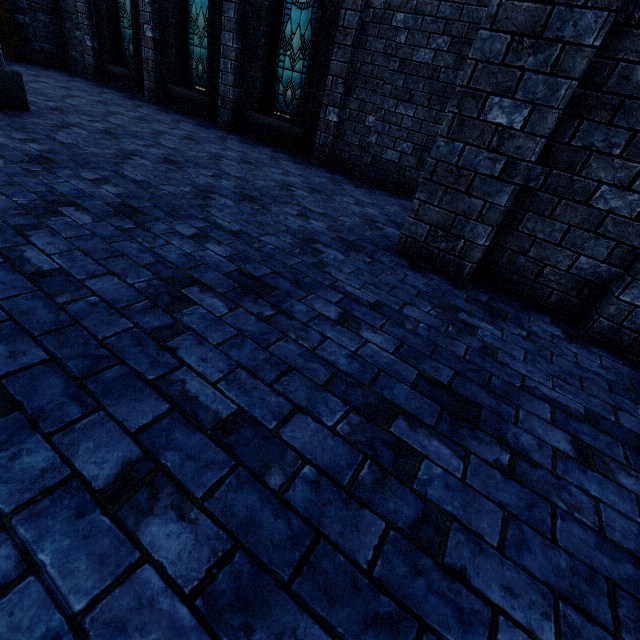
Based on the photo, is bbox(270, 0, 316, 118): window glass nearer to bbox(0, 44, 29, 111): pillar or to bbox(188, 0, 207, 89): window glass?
bbox(188, 0, 207, 89): window glass

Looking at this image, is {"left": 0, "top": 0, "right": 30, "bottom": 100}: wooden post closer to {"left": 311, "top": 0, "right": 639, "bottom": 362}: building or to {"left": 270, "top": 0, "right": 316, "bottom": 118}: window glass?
{"left": 311, "top": 0, "right": 639, "bottom": 362}: building

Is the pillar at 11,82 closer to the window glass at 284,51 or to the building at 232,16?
the building at 232,16

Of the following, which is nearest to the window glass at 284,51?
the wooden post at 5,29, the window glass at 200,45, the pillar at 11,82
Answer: the window glass at 200,45

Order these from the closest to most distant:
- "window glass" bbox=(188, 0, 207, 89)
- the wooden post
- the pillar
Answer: the pillar → "window glass" bbox=(188, 0, 207, 89) → the wooden post

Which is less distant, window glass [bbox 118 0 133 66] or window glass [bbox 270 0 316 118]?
window glass [bbox 270 0 316 118]

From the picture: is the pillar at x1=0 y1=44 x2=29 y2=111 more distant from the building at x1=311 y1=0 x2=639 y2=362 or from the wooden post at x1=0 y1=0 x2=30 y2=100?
the wooden post at x1=0 y1=0 x2=30 y2=100

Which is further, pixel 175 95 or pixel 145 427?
pixel 175 95
